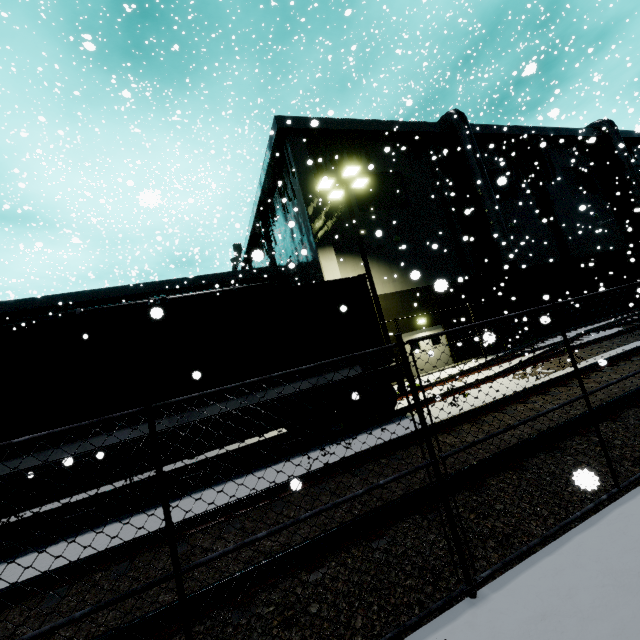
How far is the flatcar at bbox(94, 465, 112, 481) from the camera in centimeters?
618cm

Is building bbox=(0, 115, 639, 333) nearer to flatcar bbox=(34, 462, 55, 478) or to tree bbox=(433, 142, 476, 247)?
tree bbox=(433, 142, 476, 247)

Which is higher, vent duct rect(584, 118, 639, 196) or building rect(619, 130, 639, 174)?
vent duct rect(584, 118, 639, 196)

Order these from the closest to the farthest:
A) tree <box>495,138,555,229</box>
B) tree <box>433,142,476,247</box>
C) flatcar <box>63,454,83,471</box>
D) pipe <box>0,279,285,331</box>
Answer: flatcar <box>63,454,83,471</box>
pipe <box>0,279,285,331</box>
tree <box>433,142,476,247</box>
tree <box>495,138,555,229</box>

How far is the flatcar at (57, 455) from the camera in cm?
591

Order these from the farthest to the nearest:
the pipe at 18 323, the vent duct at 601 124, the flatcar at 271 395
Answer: the vent duct at 601 124, the pipe at 18 323, the flatcar at 271 395

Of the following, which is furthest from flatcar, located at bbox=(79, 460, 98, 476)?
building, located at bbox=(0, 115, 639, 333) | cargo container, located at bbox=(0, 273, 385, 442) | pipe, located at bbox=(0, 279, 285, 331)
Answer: building, located at bbox=(0, 115, 639, 333)

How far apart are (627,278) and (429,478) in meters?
34.6 m
